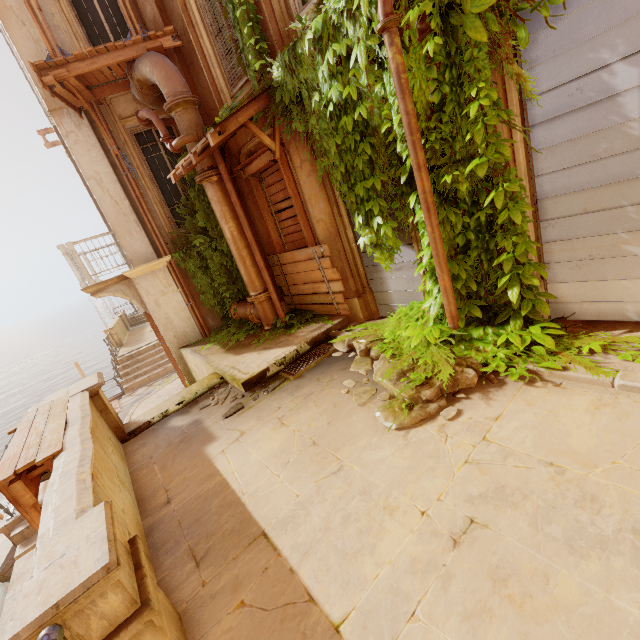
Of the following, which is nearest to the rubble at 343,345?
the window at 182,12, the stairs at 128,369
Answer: the window at 182,12

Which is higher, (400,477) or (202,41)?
(202,41)

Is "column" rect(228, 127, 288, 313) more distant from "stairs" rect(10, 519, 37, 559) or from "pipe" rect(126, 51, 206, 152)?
"stairs" rect(10, 519, 37, 559)

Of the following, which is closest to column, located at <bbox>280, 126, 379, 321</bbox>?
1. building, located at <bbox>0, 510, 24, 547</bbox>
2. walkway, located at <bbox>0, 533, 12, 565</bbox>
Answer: walkway, located at <bbox>0, 533, 12, 565</bbox>

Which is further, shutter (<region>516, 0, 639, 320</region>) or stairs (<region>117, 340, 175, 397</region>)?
stairs (<region>117, 340, 175, 397</region>)

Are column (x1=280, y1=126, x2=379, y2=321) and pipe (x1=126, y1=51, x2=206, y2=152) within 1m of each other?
yes

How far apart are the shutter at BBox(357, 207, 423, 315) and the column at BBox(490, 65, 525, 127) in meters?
1.5

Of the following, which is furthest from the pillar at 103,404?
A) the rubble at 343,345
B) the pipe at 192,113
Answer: the pipe at 192,113
